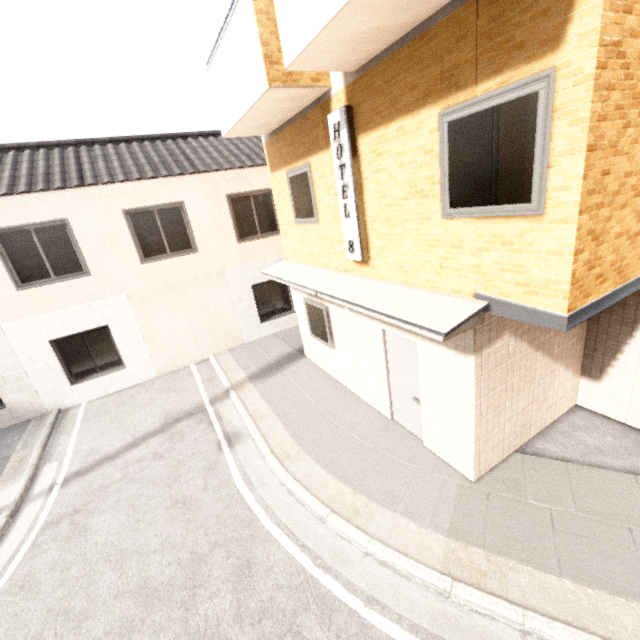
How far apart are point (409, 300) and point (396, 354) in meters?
1.7 m

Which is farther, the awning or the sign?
the sign

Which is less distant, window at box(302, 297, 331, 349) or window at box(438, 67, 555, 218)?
window at box(438, 67, 555, 218)

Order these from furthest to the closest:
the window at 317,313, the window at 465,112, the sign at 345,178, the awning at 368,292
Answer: the window at 317,313, the sign at 345,178, the awning at 368,292, the window at 465,112

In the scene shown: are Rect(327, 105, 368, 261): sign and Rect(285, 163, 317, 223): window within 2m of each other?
yes

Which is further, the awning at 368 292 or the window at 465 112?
the awning at 368 292

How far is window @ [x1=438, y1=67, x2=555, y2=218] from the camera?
2.83m

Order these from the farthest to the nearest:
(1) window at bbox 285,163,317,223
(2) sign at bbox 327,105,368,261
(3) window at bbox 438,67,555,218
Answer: (1) window at bbox 285,163,317,223 → (2) sign at bbox 327,105,368,261 → (3) window at bbox 438,67,555,218
